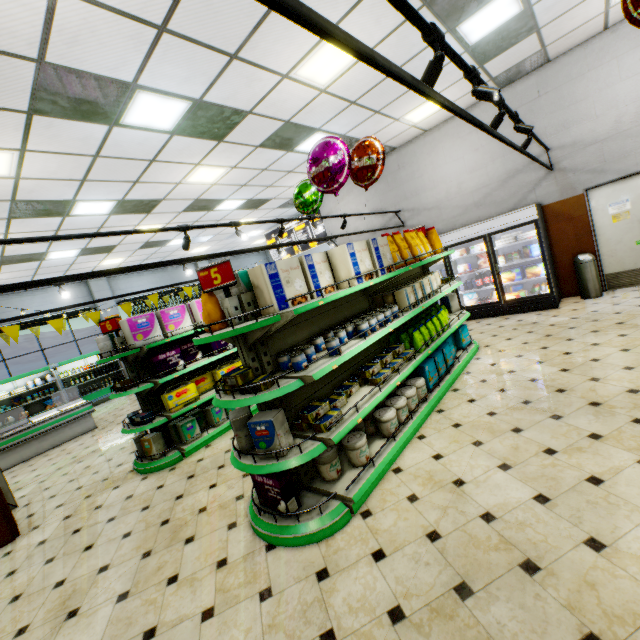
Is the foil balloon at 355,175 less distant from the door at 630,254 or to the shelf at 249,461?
the shelf at 249,461

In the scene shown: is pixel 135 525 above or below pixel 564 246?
below

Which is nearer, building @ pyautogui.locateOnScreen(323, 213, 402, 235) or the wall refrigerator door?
the wall refrigerator door

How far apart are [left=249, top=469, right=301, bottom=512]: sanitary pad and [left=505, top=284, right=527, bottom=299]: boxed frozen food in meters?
6.9

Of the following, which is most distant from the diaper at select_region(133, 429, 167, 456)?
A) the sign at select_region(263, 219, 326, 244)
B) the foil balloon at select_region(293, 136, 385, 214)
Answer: the sign at select_region(263, 219, 326, 244)

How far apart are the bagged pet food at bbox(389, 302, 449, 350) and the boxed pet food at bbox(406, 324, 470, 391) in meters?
0.2

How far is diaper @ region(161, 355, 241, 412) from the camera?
5.27m

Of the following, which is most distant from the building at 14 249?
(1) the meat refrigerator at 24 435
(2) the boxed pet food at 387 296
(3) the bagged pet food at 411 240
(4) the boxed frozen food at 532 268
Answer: (3) the bagged pet food at 411 240
